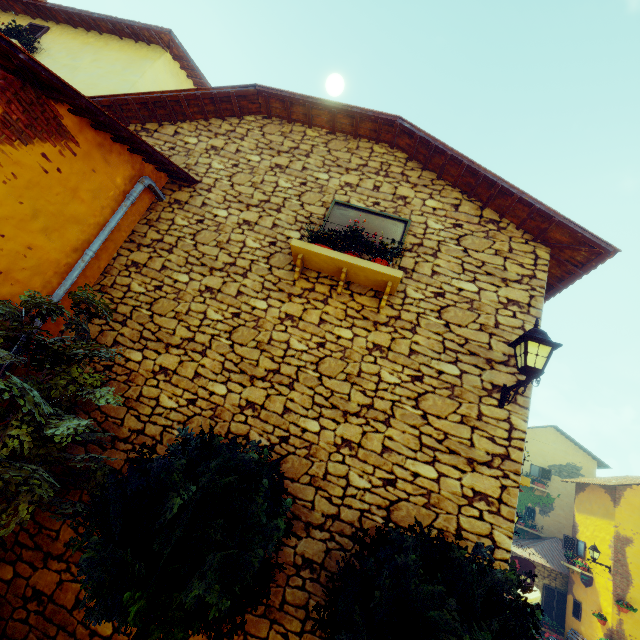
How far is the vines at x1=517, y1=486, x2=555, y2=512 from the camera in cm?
1948

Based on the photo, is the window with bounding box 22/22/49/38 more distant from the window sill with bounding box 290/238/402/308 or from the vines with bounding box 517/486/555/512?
the vines with bounding box 517/486/555/512

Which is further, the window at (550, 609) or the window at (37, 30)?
the window at (550, 609)

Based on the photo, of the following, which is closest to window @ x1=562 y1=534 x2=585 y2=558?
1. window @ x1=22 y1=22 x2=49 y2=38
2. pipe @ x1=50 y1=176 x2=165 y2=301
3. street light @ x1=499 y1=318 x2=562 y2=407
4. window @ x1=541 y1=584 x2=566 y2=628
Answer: street light @ x1=499 y1=318 x2=562 y2=407

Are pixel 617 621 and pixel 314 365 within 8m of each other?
no

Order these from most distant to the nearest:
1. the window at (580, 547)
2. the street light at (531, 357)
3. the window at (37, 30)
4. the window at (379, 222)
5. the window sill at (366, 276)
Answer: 1. the window at (580, 547)
2. the window at (37, 30)
3. the window at (379, 222)
4. the window sill at (366, 276)
5. the street light at (531, 357)

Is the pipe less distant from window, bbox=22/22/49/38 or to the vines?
window, bbox=22/22/49/38

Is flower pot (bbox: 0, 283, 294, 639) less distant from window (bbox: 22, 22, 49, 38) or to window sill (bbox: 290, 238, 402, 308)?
window sill (bbox: 290, 238, 402, 308)
